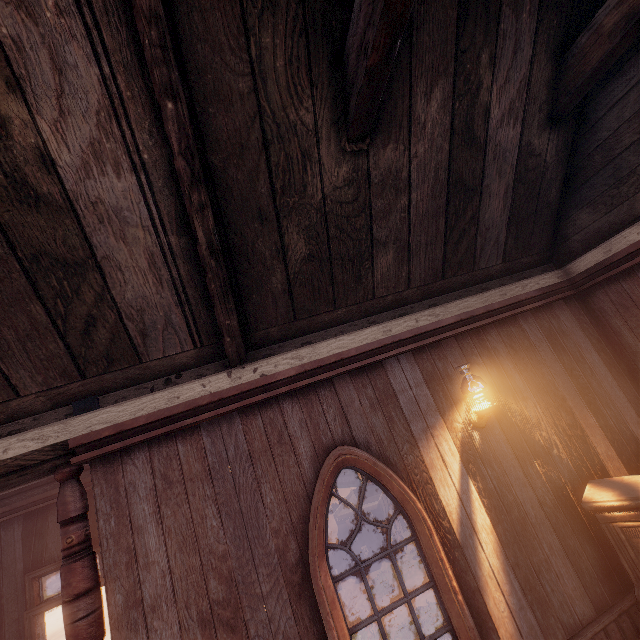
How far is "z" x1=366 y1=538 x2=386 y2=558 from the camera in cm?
1041

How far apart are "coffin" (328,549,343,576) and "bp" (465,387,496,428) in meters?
9.4

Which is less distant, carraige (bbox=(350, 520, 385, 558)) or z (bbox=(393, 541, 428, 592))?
z (bbox=(393, 541, 428, 592))

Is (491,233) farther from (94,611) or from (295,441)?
(94,611)

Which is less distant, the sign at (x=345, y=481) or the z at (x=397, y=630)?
the z at (x=397, y=630)

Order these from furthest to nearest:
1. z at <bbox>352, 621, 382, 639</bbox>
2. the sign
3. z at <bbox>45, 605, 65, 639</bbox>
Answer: the sign < z at <bbox>45, 605, 65, 639</bbox> < z at <bbox>352, 621, 382, 639</bbox>

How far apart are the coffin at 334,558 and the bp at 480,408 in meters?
9.4

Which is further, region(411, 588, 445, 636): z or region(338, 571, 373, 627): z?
region(338, 571, 373, 627): z
